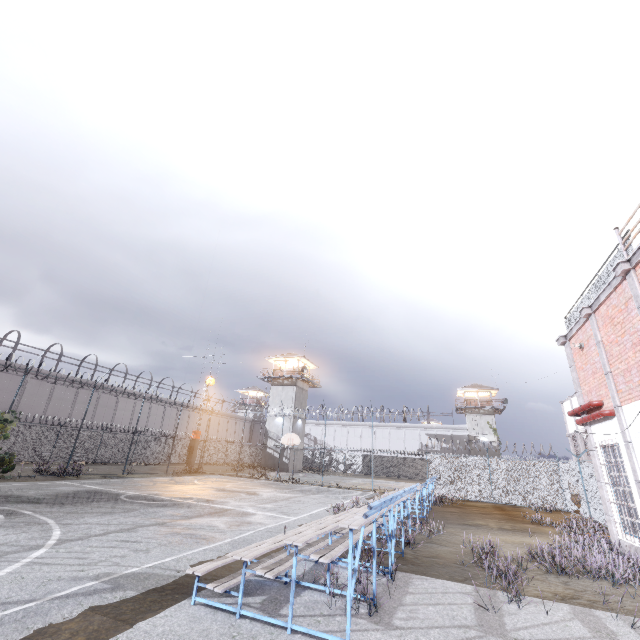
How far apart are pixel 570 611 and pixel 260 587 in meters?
5.4

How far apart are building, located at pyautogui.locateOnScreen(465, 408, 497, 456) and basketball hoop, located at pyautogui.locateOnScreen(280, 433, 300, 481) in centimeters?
3542cm

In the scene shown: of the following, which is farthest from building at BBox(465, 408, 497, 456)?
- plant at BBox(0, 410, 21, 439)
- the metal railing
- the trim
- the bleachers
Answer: plant at BBox(0, 410, 21, 439)

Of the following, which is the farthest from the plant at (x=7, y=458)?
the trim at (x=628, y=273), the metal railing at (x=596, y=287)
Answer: the metal railing at (x=596, y=287)

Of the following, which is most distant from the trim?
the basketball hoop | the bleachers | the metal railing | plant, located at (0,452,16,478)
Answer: plant, located at (0,452,16,478)

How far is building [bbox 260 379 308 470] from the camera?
41.22m

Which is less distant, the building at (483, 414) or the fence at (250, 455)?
the fence at (250, 455)
